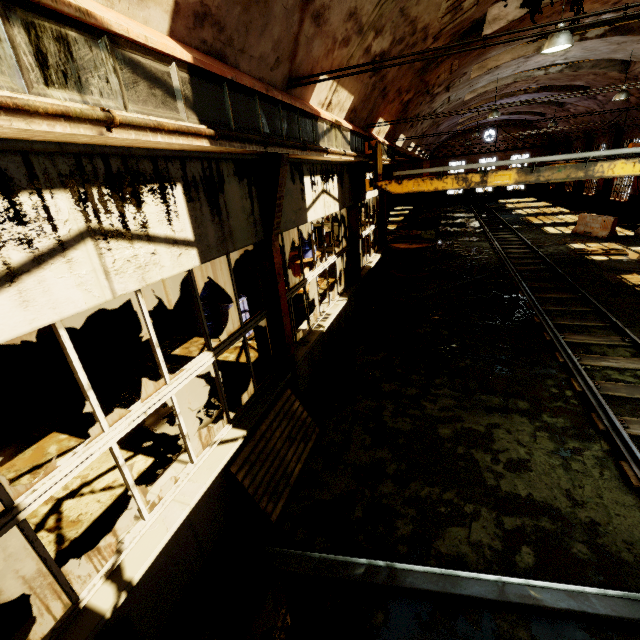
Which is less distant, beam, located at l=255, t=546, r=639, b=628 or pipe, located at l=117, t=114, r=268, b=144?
pipe, located at l=117, t=114, r=268, b=144

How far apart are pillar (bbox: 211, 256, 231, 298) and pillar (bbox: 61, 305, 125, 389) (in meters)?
4.23

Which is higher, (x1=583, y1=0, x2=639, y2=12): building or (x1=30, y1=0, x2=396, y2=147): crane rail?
(x1=583, y1=0, x2=639, y2=12): building

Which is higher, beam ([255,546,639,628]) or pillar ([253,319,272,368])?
pillar ([253,319,272,368])

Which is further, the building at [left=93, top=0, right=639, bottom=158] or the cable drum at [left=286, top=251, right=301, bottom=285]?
the cable drum at [left=286, top=251, right=301, bottom=285]

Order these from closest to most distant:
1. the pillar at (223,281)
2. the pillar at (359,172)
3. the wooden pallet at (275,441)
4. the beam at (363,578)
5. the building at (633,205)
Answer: the beam at (363,578) → the wooden pallet at (275,441) → the pillar at (359,172) → the pillar at (223,281) → the building at (633,205)

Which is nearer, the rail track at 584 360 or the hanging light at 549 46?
the rail track at 584 360

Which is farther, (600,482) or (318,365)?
(318,365)
